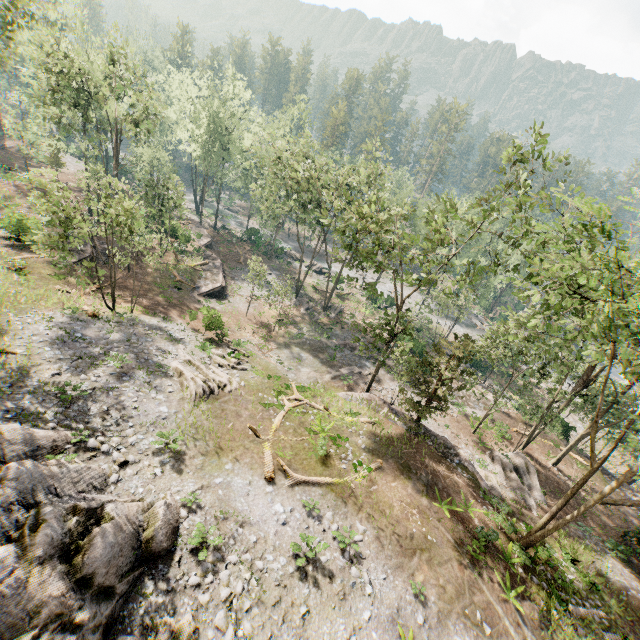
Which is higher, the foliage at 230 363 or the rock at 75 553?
the rock at 75 553

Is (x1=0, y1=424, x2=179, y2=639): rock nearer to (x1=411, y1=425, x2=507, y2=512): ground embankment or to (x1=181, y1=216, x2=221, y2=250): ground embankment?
(x1=411, y1=425, x2=507, y2=512): ground embankment

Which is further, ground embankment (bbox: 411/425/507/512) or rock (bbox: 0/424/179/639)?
ground embankment (bbox: 411/425/507/512)

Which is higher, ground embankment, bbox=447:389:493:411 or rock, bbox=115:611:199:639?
rock, bbox=115:611:199:639

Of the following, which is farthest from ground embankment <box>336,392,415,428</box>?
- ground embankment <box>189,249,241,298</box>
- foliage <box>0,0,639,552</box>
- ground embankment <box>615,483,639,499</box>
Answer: ground embankment <box>189,249,241,298</box>

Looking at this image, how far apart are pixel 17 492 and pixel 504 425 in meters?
34.2

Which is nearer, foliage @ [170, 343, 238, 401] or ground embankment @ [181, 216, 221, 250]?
foliage @ [170, 343, 238, 401]

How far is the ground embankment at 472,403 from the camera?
31.97m
